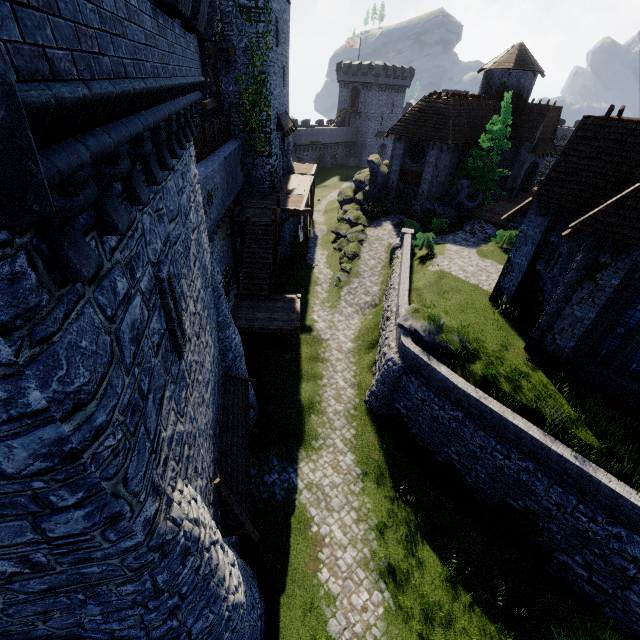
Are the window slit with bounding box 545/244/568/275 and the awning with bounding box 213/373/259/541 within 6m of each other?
no

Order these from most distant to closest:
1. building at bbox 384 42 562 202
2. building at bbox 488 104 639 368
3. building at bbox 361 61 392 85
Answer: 1. building at bbox 361 61 392 85
2. building at bbox 384 42 562 202
3. building at bbox 488 104 639 368

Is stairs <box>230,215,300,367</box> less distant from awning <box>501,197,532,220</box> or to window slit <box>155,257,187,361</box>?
window slit <box>155,257,187,361</box>

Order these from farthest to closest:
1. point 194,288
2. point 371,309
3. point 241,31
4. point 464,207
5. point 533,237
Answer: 1. point 464,207
2. point 371,309
3. point 241,31
4. point 533,237
5. point 194,288

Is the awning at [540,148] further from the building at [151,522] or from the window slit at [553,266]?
the building at [151,522]

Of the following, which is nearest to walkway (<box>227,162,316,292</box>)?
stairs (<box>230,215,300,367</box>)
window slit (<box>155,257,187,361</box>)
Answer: stairs (<box>230,215,300,367</box>)

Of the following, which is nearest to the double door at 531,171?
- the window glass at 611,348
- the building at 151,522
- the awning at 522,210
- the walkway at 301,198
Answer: the awning at 522,210

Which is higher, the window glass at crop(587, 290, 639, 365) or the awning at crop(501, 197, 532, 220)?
Answer: the awning at crop(501, 197, 532, 220)
